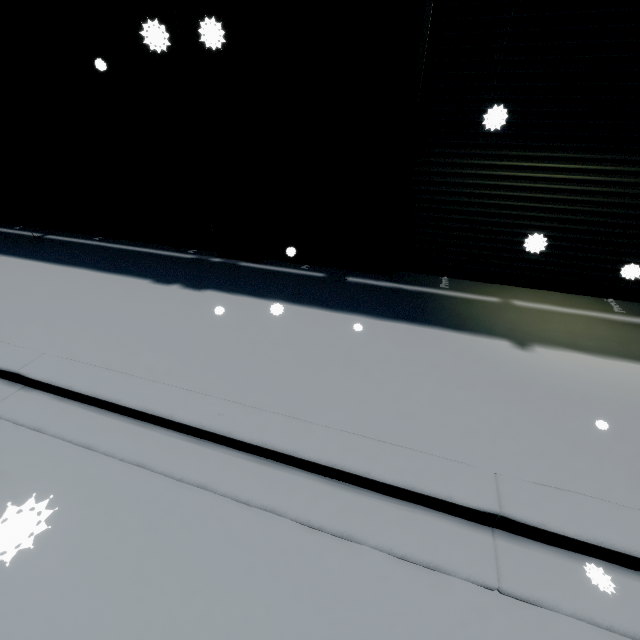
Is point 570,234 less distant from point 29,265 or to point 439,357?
point 439,357

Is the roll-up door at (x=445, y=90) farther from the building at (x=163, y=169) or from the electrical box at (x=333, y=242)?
the electrical box at (x=333, y=242)

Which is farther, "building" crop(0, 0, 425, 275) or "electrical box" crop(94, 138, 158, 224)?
"electrical box" crop(94, 138, 158, 224)

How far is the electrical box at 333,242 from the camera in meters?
5.2 m

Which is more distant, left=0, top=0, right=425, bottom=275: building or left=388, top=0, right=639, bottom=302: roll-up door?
left=0, top=0, right=425, bottom=275: building

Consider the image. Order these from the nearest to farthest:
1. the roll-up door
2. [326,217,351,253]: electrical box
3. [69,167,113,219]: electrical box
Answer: the roll-up door, [326,217,351,253]: electrical box, [69,167,113,219]: electrical box
